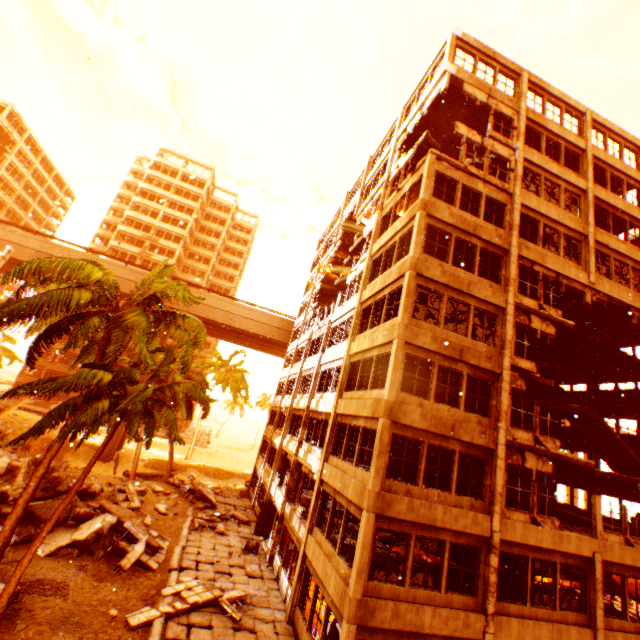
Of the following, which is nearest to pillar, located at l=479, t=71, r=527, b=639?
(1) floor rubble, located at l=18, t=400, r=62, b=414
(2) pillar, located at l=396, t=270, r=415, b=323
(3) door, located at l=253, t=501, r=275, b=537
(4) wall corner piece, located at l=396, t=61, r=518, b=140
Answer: (4) wall corner piece, located at l=396, t=61, r=518, b=140

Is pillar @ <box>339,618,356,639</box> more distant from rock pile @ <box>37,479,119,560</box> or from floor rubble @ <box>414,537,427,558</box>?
floor rubble @ <box>414,537,427,558</box>

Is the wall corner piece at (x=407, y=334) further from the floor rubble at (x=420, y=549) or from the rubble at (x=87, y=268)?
the floor rubble at (x=420, y=549)

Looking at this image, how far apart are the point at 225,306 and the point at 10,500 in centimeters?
2587cm

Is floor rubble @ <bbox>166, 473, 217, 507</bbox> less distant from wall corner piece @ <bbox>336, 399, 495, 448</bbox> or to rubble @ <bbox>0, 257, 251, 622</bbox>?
rubble @ <bbox>0, 257, 251, 622</bbox>

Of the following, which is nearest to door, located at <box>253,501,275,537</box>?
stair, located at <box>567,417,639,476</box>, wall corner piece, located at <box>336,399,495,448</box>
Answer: wall corner piece, located at <box>336,399,495,448</box>

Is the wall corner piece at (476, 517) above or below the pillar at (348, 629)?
above

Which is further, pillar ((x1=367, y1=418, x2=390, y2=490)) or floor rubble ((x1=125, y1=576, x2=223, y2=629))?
floor rubble ((x1=125, y1=576, x2=223, y2=629))
